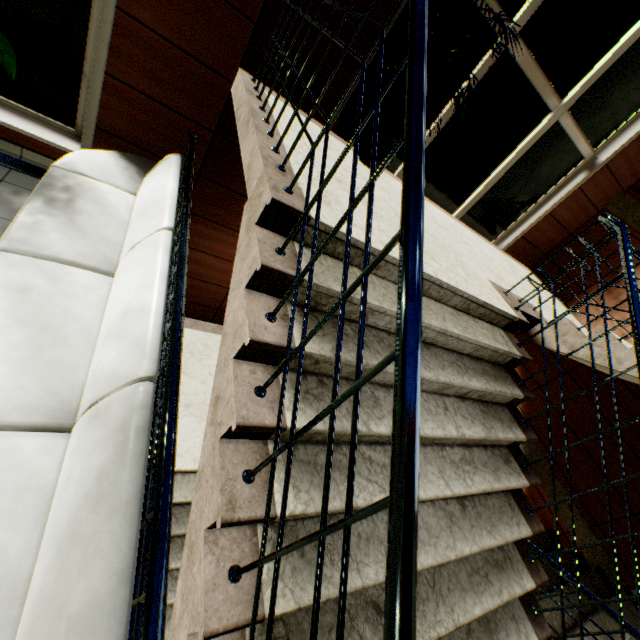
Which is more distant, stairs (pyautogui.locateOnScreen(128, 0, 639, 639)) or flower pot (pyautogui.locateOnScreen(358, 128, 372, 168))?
flower pot (pyautogui.locateOnScreen(358, 128, 372, 168))

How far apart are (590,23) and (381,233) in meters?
4.0 m

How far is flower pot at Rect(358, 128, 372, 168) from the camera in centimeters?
319cm

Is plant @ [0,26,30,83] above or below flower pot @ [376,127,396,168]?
below

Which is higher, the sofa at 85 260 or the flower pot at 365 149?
the flower pot at 365 149

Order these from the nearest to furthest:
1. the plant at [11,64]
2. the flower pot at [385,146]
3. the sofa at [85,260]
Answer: the sofa at [85,260]
the plant at [11,64]
the flower pot at [385,146]

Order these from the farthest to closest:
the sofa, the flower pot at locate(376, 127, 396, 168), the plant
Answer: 1. the flower pot at locate(376, 127, 396, 168)
2. the plant
3. the sofa
